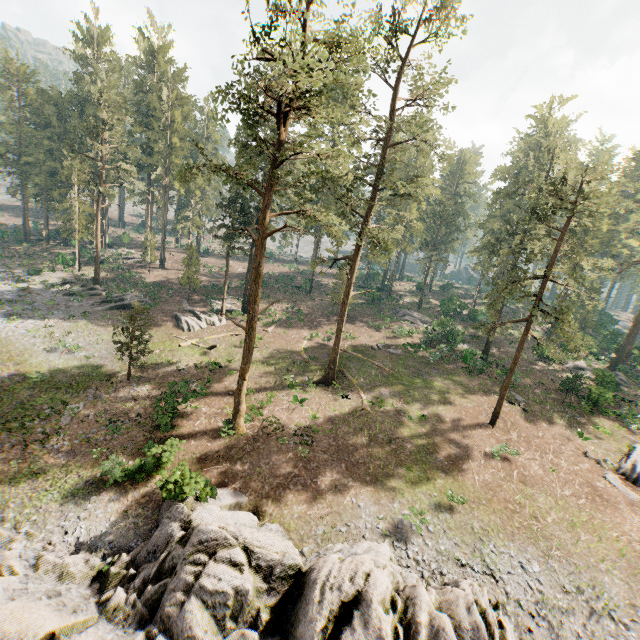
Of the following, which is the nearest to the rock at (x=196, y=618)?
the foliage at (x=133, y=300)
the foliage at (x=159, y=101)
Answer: the foliage at (x=159, y=101)

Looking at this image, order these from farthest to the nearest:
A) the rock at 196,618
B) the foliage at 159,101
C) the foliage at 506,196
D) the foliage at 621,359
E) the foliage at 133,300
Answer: the foliage at 621,359, the foliage at 133,300, the foliage at 506,196, the foliage at 159,101, the rock at 196,618

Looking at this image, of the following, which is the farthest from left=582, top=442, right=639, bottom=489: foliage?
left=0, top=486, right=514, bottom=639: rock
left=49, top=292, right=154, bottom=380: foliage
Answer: left=0, top=486, right=514, bottom=639: rock

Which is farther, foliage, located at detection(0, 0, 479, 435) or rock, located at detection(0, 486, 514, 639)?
foliage, located at detection(0, 0, 479, 435)

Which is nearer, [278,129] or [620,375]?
[278,129]

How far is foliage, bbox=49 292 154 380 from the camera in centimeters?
2369cm

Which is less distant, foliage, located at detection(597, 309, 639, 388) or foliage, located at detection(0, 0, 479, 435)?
foliage, located at detection(0, 0, 479, 435)
